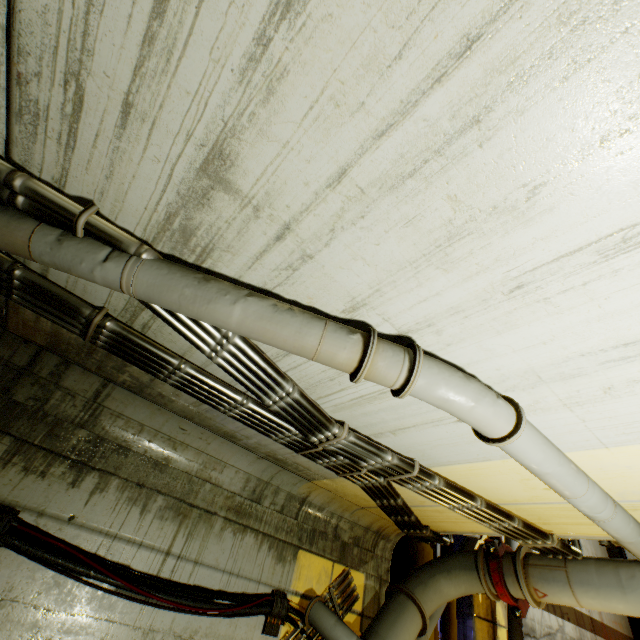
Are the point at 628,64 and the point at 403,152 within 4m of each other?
yes

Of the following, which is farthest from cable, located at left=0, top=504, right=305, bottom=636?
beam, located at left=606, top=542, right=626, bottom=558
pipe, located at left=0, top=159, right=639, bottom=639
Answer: beam, located at left=606, top=542, right=626, bottom=558

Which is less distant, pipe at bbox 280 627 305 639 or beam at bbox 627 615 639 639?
pipe at bbox 280 627 305 639

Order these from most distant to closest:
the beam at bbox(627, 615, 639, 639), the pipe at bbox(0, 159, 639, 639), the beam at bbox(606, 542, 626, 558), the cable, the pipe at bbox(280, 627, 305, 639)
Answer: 1. the beam at bbox(606, 542, 626, 558)
2. the beam at bbox(627, 615, 639, 639)
3. the pipe at bbox(280, 627, 305, 639)
4. the cable
5. the pipe at bbox(0, 159, 639, 639)

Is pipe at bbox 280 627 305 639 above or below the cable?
below

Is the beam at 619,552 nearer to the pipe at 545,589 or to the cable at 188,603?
the pipe at 545,589

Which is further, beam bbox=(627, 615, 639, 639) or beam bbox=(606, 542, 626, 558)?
beam bbox=(606, 542, 626, 558)
